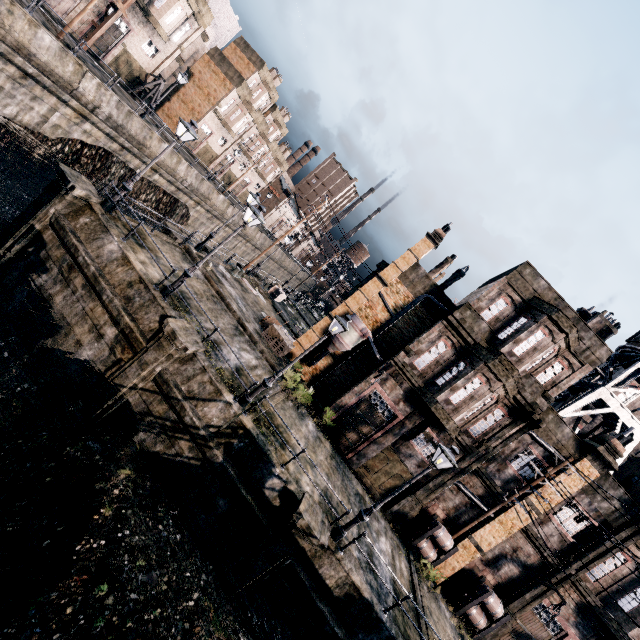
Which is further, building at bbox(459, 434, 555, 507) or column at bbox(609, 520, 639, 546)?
building at bbox(459, 434, 555, 507)

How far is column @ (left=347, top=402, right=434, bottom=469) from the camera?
19.77m

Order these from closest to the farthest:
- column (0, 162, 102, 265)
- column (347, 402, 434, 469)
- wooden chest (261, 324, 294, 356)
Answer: column (0, 162, 102, 265) < column (347, 402, 434, 469) < wooden chest (261, 324, 294, 356)

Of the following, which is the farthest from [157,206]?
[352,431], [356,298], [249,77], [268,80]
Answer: [352,431]

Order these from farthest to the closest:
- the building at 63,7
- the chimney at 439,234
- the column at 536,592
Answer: the building at 63,7
the chimney at 439,234
the column at 536,592

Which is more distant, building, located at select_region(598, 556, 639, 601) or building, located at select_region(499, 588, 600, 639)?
building, located at select_region(499, 588, 600, 639)

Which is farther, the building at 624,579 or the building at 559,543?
the building at 559,543

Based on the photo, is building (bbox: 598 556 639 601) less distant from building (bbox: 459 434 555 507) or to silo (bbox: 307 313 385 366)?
building (bbox: 459 434 555 507)
